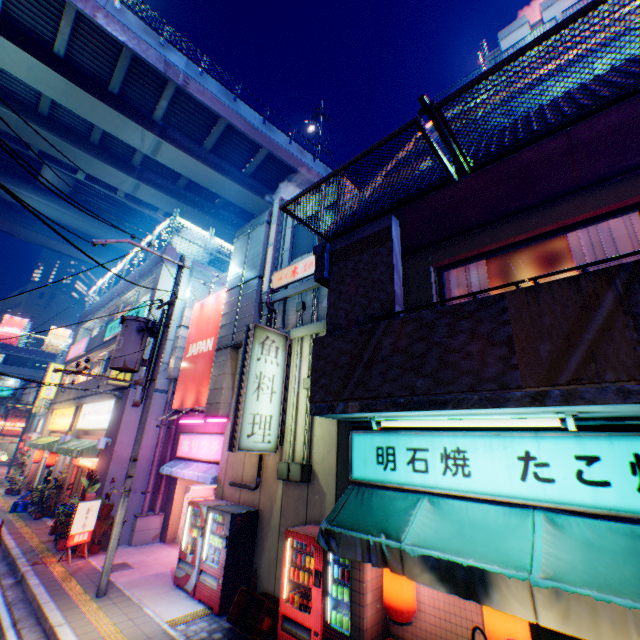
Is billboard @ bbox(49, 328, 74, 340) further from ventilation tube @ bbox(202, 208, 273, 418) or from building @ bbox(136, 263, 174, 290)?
ventilation tube @ bbox(202, 208, 273, 418)

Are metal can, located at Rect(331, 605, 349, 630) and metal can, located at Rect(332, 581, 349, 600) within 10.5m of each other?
yes

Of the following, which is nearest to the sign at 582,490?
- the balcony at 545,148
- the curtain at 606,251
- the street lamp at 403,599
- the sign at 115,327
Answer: the street lamp at 403,599

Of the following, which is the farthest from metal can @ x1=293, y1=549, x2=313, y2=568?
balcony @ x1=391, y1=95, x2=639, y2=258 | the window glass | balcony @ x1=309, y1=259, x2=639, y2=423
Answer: balcony @ x1=391, y1=95, x2=639, y2=258

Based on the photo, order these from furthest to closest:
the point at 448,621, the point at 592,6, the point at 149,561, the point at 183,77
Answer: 1. the point at 183,77
2. the point at 149,561
3. the point at 448,621
4. the point at 592,6

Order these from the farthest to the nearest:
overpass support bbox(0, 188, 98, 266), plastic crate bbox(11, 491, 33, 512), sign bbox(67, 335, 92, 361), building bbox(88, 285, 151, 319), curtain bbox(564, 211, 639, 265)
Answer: overpass support bbox(0, 188, 98, 266) → sign bbox(67, 335, 92, 361) → building bbox(88, 285, 151, 319) → plastic crate bbox(11, 491, 33, 512) → curtain bbox(564, 211, 639, 265)

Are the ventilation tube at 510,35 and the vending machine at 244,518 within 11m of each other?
no

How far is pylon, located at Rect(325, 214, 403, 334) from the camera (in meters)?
4.77
